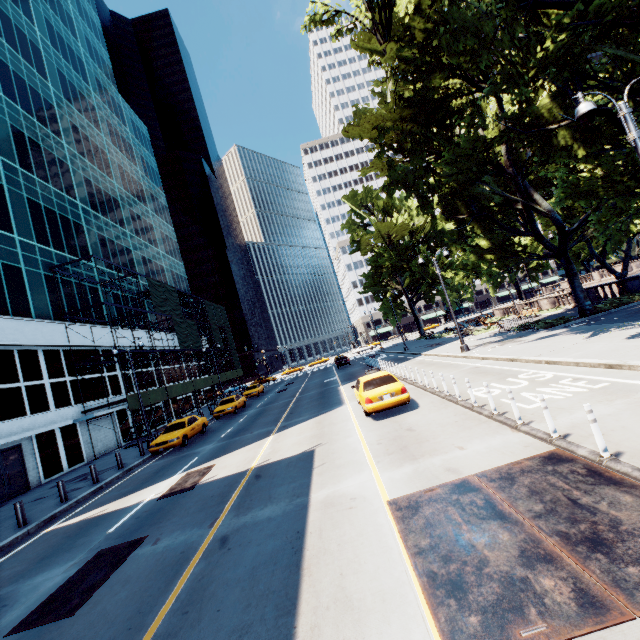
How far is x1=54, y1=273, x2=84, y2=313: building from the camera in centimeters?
2655cm

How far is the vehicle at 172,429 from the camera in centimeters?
1842cm

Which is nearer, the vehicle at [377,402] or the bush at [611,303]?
the vehicle at [377,402]

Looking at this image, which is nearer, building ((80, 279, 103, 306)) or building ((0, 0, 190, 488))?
building ((0, 0, 190, 488))

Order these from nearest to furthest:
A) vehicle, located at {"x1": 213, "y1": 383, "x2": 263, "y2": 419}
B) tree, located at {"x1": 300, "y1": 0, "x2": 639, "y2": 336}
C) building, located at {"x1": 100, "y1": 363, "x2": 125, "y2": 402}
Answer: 1. tree, located at {"x1": 300, "y1": 0, "x2": 639, "y2": 336}
2. vehicle, located at {"x1": 213, "y1": 383, "x2": 263, "y2": 419}
3. building, located at {"x1": 100, "y1": 363, "x2": 125, "y2": 402}

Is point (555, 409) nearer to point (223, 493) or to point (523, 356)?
point (523, 356)
